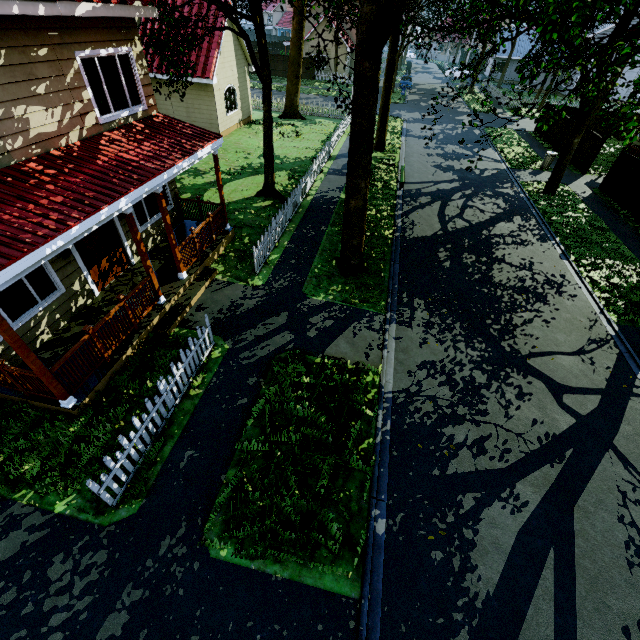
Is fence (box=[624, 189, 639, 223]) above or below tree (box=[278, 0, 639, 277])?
below

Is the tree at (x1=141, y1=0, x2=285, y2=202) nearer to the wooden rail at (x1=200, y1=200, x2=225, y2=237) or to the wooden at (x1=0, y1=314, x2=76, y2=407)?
the wooden rail at (x1=200, y1=200, x2=225, y2=237)

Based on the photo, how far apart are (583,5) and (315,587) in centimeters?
1366cm

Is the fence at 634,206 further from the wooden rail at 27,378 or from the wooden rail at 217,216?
the wooden rail at 27,378

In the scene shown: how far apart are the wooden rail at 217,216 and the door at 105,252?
2.0m

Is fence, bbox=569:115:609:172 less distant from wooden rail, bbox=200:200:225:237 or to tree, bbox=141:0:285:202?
tree, bbox=141:0:285:202

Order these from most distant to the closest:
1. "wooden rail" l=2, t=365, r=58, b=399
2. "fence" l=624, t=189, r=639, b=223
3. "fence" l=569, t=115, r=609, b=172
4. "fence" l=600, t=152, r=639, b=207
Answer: "fence" l=569, t=115, r=609, b=172 → "fence" l=600, t=152, r=639, b=207 → "fence" l=624, t=189, r=639, b=223 → "wooden rail" l=2, t=365, r=58, b=399

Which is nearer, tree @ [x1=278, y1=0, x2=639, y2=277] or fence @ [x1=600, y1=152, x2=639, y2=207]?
tree @ [x1=278, y1=0, x2=639, y2=277]
